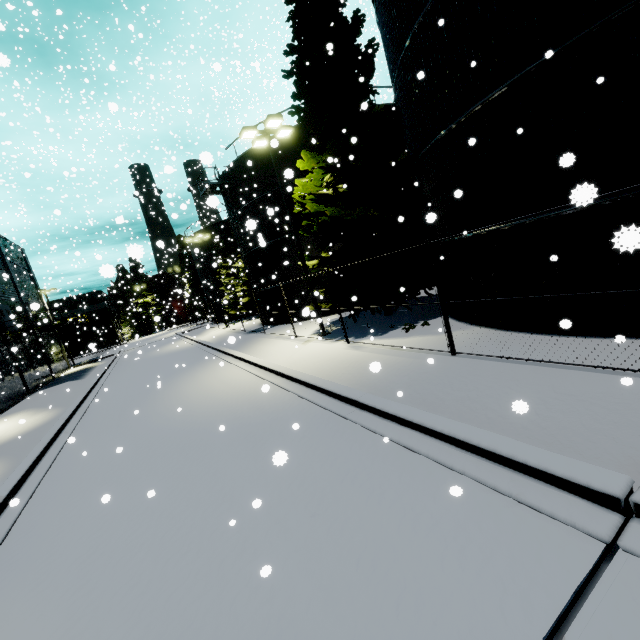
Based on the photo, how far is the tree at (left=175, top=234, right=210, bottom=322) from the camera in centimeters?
5044cm

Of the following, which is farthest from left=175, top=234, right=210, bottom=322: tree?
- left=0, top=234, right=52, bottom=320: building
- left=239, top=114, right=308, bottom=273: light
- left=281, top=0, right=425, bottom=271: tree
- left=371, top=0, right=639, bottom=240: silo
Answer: left=239, top=114, right=308, bottom=273: light

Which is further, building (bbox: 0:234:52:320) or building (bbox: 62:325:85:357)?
building (bbox: 62:325:85:357)

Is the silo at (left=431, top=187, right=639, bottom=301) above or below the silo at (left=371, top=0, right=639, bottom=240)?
below

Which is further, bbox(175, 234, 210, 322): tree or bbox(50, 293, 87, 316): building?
bbox(175, 234, 210, 322): tree

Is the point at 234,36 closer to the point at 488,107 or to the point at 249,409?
the point at 488,107

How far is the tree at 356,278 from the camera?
14.0m

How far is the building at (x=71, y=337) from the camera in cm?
5875
